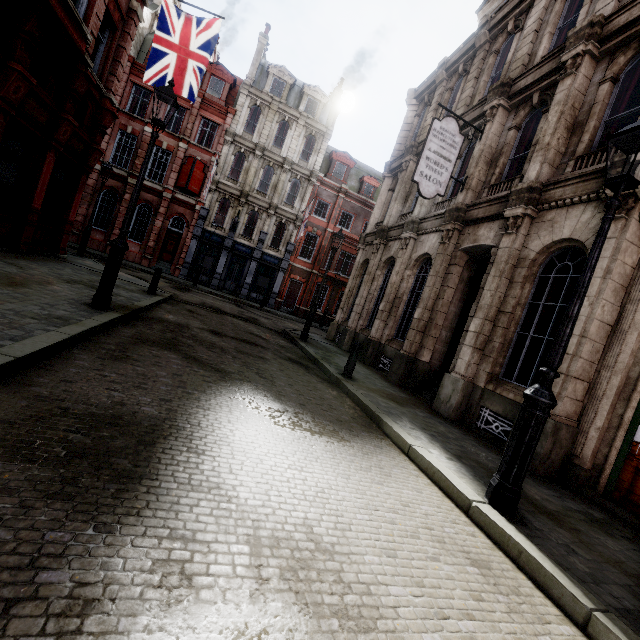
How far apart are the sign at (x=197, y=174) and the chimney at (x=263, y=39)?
7.8 meters

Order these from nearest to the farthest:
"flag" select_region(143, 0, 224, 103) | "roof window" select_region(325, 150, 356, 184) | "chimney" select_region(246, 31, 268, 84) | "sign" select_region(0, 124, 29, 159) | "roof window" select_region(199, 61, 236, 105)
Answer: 1. "sign" select_region(0, 124, 29, 159)
2. "flag" select_region(143, 0, 224, 103)
3. "roof window" select_region(199, 61, 236, 105)
4. "chimney" select_region(246, 31, 268, 84)
5. "roof window" select_region(325, 150, 356, 184)

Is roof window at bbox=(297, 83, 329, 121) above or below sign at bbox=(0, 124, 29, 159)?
above

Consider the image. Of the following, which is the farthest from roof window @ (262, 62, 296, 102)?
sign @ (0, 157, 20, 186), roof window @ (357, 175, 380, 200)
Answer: sign @ (0, 157, 20, 186)

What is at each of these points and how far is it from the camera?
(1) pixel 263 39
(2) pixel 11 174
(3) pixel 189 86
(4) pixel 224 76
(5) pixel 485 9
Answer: (1) chimney, 26.8m
(2) sign, 9.2m
(3) flag, 10.6m
(4) roof window, 26.0m
(5) roof window, 14.3m

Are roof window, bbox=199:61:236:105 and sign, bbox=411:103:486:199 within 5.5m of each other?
no

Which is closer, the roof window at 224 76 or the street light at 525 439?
the street light at 525 439

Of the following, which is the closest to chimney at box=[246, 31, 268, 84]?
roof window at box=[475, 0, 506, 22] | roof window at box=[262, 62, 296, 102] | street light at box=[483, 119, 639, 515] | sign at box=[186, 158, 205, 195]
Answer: roof window at box=[262, 62, 296, 102]
